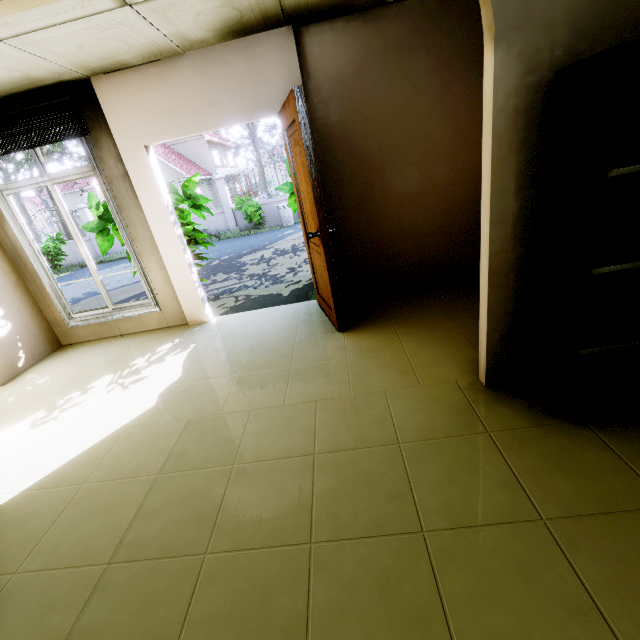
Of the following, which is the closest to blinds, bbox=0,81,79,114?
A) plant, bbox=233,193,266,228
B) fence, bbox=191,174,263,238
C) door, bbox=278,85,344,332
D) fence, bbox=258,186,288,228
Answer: door, bbox=278,85,344,332

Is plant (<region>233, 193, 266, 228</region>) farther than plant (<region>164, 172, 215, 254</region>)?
Yes

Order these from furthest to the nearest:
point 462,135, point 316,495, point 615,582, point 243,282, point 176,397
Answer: point 243,282, point 462,135, point 176,397, point 316,495, point 615,582

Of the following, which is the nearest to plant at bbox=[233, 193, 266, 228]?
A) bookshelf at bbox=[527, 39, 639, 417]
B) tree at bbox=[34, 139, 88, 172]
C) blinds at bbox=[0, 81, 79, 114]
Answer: tree at bbox=[34, 139, 88, 172]

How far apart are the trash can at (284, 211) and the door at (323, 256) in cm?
1069

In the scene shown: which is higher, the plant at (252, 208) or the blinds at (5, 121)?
the blinds at (5, 121)

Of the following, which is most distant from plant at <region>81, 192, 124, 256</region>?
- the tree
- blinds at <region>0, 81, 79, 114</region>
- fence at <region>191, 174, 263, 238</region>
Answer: fence at <region>191, 174, 263, 238</region>

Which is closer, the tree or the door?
the door
